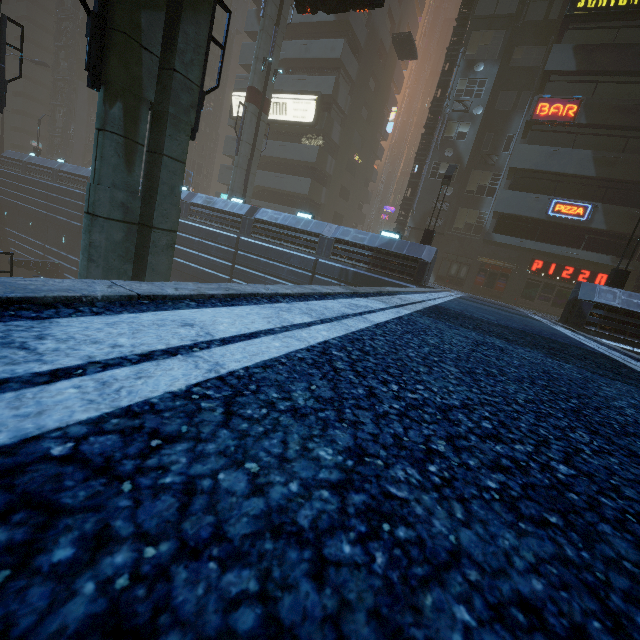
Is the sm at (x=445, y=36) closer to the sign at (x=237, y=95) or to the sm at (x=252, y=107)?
the sign at (x=237, y=95)

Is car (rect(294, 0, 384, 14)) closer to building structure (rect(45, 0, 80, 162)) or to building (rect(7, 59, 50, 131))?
building (rect(7, 59, 50, 131))

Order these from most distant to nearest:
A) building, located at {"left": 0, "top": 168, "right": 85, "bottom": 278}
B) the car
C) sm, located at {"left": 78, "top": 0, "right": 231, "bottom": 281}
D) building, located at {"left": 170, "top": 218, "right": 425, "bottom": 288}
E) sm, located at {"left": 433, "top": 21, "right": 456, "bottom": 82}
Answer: sm, located at {"left": 433, "top": 21, "right": 456, "bottom": 82} → building, located at {"left": 0, "top": 168, "right": 85, "bottom": 278} → building, located at {"left": 170, "top": 218, "right": 425, "bottom": 288} → the car → sm, located at {"left": 78, "top": 0, "right": 231, "bottom": 281}

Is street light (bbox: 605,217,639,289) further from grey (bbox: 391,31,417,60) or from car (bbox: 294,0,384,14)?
grey (bbox: 391,31,417,60)

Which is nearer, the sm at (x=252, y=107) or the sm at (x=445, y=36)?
the sm at (x=252, y=107)

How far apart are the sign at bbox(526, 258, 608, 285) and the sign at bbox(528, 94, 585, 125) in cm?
847

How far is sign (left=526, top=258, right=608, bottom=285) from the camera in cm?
2270

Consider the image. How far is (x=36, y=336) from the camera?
0.98m
